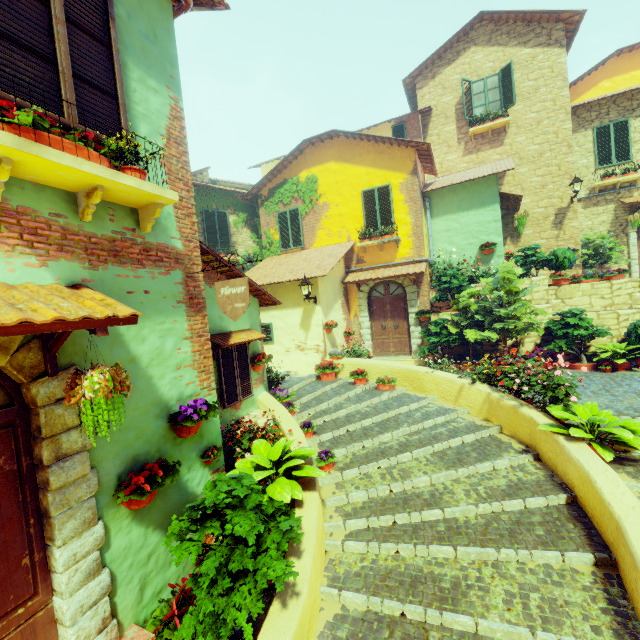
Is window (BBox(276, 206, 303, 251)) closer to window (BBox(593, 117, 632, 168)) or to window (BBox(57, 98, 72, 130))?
window (BBox(57, 98, 72, 130))

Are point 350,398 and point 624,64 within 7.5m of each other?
no

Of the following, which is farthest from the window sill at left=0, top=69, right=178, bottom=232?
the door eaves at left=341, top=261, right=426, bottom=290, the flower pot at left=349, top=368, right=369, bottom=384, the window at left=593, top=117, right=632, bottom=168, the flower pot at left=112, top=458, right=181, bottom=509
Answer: the window at left=593, top=117, right=632, bottom=168

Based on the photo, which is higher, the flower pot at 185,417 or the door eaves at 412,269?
the door eaves at 412,269

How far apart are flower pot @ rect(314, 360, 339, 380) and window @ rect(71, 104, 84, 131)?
7.4m

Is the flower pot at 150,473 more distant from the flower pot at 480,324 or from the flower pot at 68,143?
the flower pot at 480,324

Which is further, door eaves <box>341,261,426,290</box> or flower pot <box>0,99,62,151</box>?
door eaves <box>341,261,426,290</box>

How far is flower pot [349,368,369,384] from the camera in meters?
9.2 m
